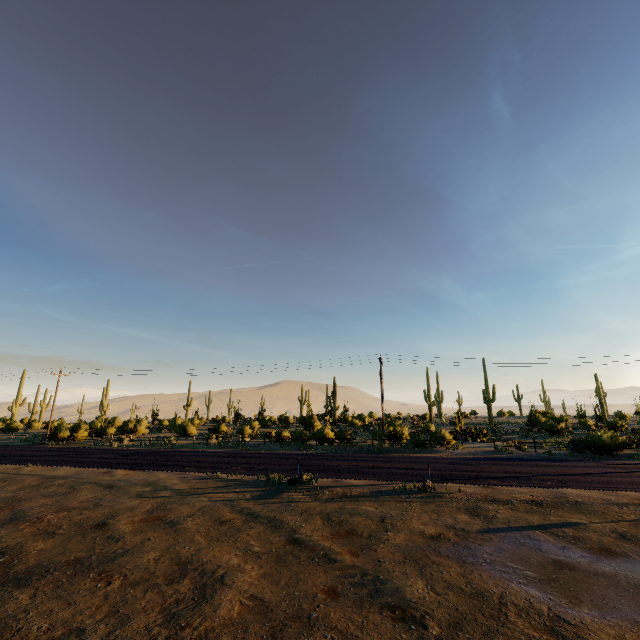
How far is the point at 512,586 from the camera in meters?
7.2 m
